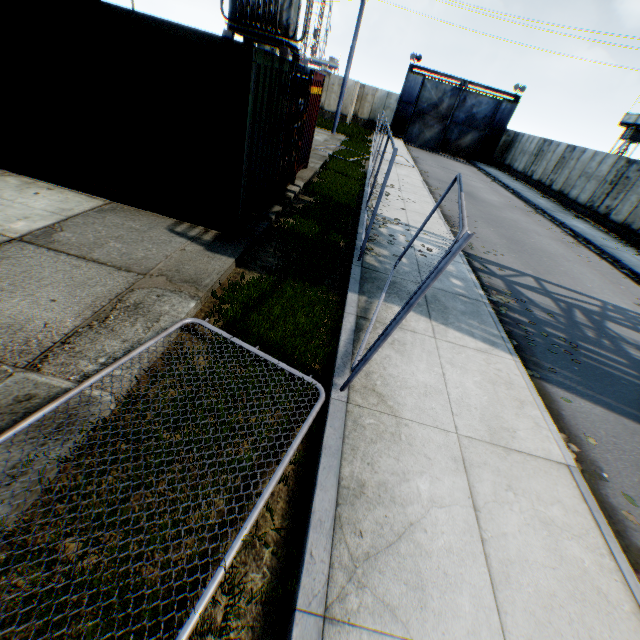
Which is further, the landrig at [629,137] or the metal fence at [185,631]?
the landrig at [629,137]

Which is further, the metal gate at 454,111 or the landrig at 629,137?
the metal gate at 454,111

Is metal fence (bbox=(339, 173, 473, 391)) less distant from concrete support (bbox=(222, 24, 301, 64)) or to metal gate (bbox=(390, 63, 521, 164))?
concrete support (bbox=(222, 24, 301, 64))

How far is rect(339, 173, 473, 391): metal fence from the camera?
2.64m

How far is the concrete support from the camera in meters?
11.6

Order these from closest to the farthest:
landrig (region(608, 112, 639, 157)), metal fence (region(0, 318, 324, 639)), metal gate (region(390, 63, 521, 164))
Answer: metal fence (region(0, 318, 324, 639)), landrig (region(608, 112, 639, 157)), metal gate (region(390, 63, 521, 164))

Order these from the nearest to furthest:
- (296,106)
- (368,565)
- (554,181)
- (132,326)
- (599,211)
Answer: (368,565) → (132,326) → (296,106) → (599,211) → (554,181)

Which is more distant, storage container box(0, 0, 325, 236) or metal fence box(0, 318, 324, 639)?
storage container box(0, 0, 325, 236)
